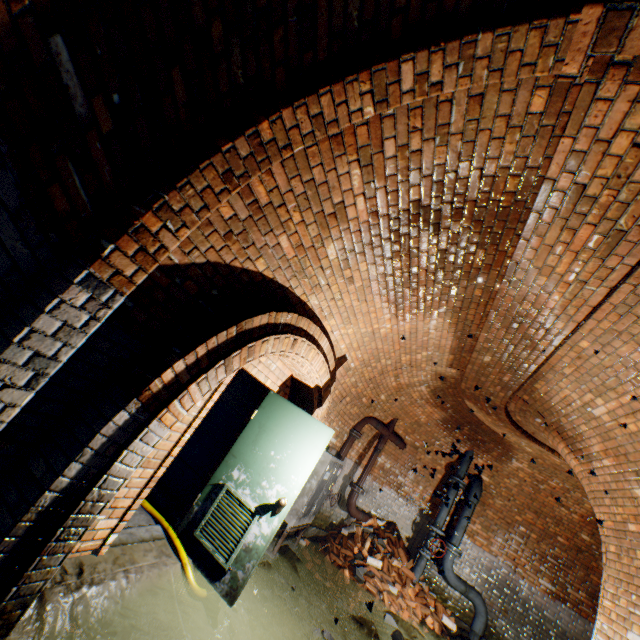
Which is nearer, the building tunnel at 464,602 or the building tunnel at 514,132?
the building tunnel at 514,132

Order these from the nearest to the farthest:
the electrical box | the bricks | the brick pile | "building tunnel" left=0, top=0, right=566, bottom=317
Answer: "building tunnel" left=0, top=0, right=566, bottom=317, the electrical box, the brick pile, the bricks

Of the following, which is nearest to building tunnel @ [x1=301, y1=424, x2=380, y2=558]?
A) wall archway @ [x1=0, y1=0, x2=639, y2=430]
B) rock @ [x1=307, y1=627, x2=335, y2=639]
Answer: wall archway @ [x1=0, y1=0, x2=639, y2=430]

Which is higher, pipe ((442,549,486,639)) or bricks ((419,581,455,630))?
pipe ((442,549,486,639))

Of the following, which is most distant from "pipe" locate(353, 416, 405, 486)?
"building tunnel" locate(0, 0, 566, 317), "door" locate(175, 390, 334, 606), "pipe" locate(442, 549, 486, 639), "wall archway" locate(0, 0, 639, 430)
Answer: "wall archway" locate(0, 0, 639, 430)

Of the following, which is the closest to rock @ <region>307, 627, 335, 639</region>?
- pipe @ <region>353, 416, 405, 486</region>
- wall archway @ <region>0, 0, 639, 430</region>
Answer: pipe @ <region>353, 416, 405, 486</region>

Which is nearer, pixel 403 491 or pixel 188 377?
pixel 188 377

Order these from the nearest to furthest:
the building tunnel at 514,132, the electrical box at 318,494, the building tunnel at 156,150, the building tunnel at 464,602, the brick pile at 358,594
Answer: the building tunnel at 156,150, the building tunnel at 514,132, the electrical box at 318,494, the brick pile at 358,594, the building tunnel at 464,602
